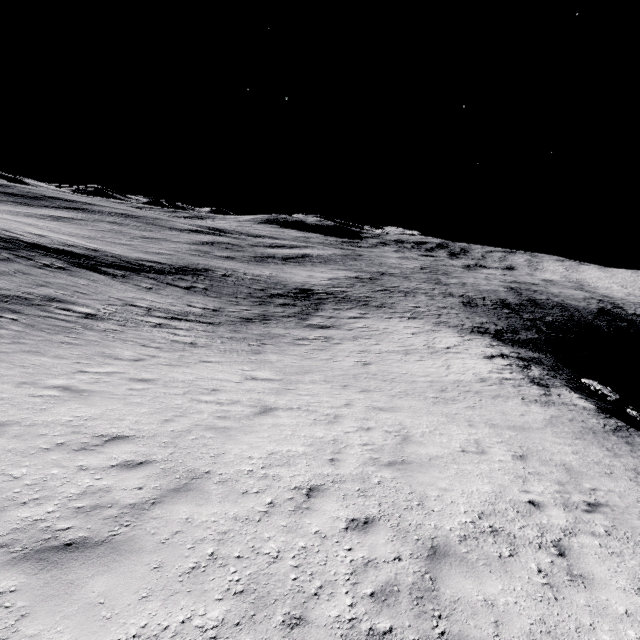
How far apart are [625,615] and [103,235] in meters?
61.1 m
